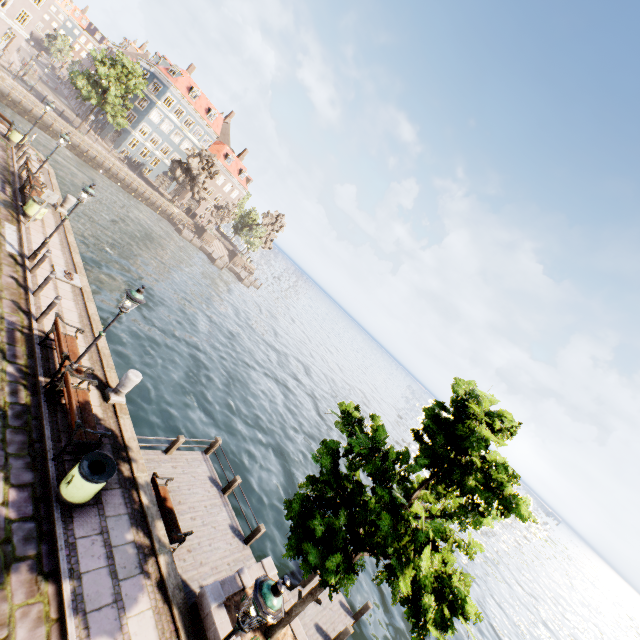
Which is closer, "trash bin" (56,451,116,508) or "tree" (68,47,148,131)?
"trash bin" (56,451,116,508)

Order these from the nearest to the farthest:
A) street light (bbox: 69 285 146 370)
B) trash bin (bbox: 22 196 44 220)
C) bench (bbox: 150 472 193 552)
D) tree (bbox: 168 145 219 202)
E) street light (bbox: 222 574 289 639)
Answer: street light (bbox: 222 574 289 639), street light (bbox: 69 285 146 370), bench (bbox: 150 472 193 552), trash bin (bbox: 22 196 44 220), tree (bbox: 168 145 219 202)

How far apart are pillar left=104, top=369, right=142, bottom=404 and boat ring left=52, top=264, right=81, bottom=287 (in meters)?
5.97

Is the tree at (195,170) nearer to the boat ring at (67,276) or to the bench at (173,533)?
the bench at (173,533)

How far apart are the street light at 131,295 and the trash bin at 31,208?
10.61m

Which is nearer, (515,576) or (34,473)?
(34,473)

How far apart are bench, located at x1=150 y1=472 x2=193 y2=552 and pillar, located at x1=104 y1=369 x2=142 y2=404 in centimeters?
235cm

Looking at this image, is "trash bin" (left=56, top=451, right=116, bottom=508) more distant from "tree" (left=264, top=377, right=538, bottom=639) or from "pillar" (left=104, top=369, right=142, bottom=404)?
"tree" (left=264, top=377, right=538, bottom=639)
